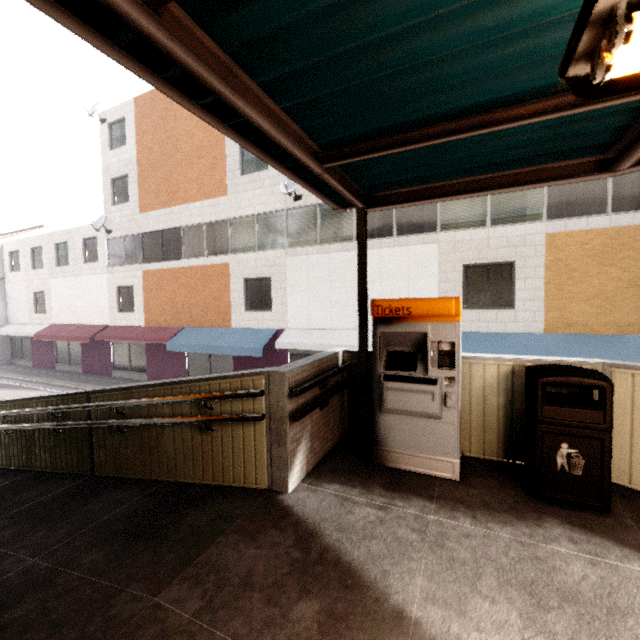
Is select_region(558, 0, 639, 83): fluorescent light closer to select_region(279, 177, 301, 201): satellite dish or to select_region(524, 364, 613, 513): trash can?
select_region(524, 364, 613, 513): trash can

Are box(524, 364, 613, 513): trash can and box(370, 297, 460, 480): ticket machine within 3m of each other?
yes

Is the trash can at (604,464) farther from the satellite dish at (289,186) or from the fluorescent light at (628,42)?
the satellite dish at (289,186)

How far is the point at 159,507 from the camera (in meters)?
3.22

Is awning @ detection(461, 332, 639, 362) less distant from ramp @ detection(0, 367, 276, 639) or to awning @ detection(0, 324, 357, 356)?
awning @ detection(0, 324, 357, 356)

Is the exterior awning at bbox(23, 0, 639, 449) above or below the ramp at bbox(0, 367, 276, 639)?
above

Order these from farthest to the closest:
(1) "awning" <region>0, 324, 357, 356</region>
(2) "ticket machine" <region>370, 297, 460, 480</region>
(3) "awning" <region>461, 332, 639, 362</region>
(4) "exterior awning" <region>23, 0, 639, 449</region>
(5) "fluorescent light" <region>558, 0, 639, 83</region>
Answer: (1) "awning" <region>0, 324, 357, 356</region> → (3) "awning" <region>461, 332, 639, 362</region> → (2) "ticket machine" <region>370, 297, 460, 480</region> → (4) "exterior awning" <region>23, 0, 639, 449</region> → (5) "fluorescent light" <region>558, 0, 639, 83</region>

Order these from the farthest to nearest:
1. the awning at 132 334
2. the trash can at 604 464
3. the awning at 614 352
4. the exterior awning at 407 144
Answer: the awning at 132 334 < the awning at 614 352 < the trash can at 604 464 < the exterior awning at 407 144
